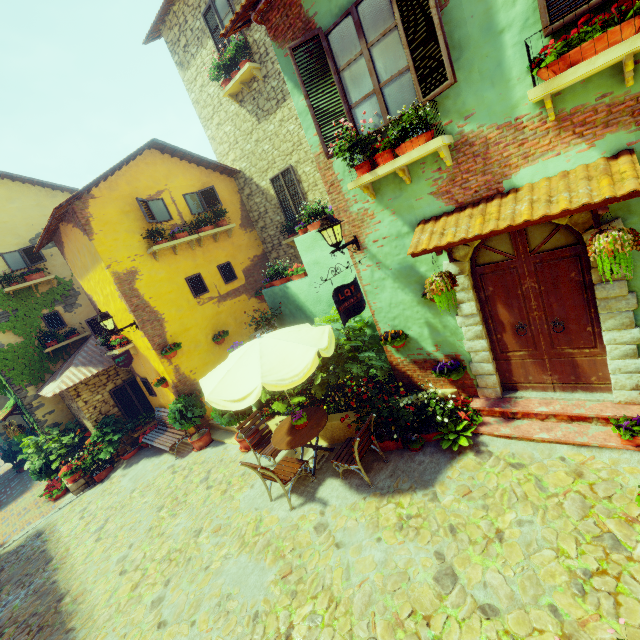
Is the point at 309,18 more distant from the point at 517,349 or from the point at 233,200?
the point at 233,200

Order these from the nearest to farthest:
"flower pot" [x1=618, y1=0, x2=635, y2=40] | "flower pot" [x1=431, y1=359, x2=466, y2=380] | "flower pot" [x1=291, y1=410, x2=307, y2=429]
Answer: "flower pot" [x1=618, y1=0, x2=635, y2=40], "flower pot" [x1=431, y1=359, x2=466, y2=380], "flower pot" [x1=291, y1=410, x2=307, y2=429]

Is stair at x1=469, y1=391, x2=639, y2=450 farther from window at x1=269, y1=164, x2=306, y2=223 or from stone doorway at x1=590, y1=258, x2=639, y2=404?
window at x1=269, y1=164, x2=306, y2=223

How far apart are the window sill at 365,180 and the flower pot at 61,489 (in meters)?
Answer: 12.25

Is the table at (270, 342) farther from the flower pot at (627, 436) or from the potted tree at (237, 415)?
the flower pot at (627, 436)

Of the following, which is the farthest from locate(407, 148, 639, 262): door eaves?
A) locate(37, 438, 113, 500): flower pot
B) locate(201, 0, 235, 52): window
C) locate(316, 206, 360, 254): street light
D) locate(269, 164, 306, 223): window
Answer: locate(37, 438, 113, 500): flower pot

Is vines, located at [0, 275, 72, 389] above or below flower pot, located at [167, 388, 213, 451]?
above

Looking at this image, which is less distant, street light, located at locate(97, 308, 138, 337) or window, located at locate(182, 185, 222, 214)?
street light, located at locate(97, 308, 138, 337)
